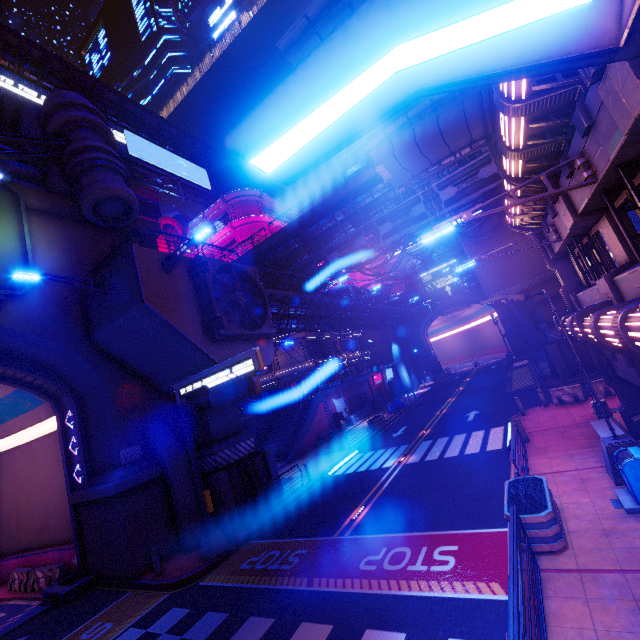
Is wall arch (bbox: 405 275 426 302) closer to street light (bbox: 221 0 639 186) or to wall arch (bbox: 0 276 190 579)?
wall arch (bbox: 0 276 190 579)

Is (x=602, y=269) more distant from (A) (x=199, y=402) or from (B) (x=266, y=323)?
(A) (x=199, y=402)

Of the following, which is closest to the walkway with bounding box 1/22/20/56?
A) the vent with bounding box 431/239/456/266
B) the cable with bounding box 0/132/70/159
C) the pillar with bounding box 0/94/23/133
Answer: the pillar with bounding box 0/94/23/133

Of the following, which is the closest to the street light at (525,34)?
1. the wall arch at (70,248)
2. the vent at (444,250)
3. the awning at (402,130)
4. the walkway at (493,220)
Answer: the awning at (402,130)

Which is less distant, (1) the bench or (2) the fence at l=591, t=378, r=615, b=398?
(1) the bench

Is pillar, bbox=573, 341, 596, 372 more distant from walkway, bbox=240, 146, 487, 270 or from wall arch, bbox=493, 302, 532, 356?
wall arch, bbox=493, 302, 532, 356

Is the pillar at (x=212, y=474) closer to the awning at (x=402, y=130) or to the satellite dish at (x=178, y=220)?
the awning at (x=402, y=130)

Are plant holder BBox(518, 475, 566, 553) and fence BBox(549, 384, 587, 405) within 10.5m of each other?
no
